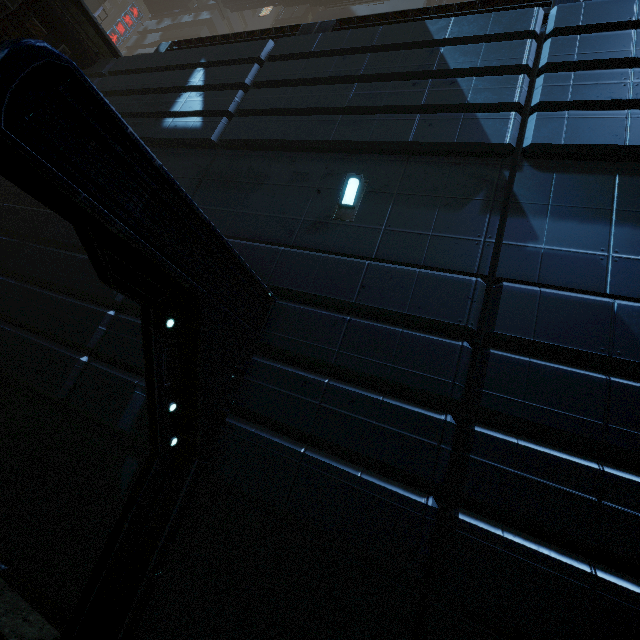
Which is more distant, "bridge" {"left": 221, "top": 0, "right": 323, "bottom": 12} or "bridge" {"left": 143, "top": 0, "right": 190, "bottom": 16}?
"bridge" {"left": 143, "top": 0, "right": 190, "bottom": 16}

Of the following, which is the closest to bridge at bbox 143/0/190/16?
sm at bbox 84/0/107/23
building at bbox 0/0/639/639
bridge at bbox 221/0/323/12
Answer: sm at bbox 84/0/107/23

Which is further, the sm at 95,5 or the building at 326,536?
the sm at 95,5

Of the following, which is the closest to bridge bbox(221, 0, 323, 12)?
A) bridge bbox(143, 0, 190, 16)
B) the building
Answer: the building

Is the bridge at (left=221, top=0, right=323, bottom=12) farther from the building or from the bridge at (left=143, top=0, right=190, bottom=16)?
the bridge at (left=143, top=0, right=190, bottom=16)

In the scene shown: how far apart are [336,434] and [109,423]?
3.6 meters

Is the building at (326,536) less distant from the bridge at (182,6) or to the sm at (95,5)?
the sm at (95,5)

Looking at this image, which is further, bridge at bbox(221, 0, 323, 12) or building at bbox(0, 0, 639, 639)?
bridge at bbox(221, 0, 323, 12)
